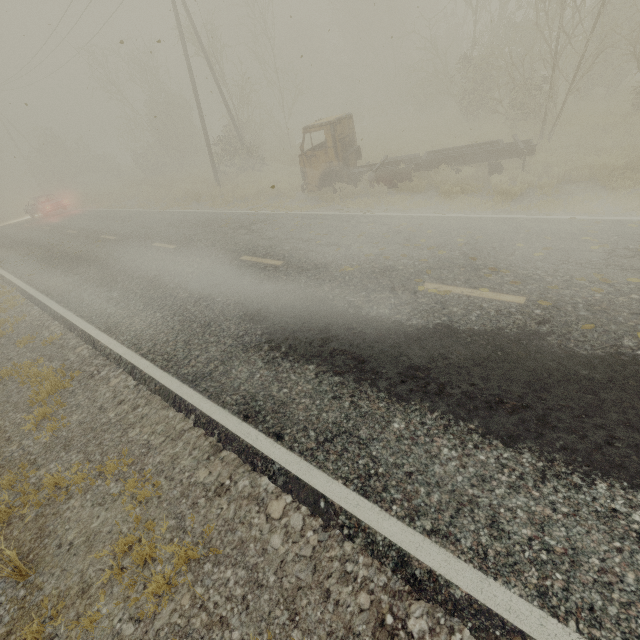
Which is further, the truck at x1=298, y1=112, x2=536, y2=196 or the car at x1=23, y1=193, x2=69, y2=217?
the car at x1=23, y1=193, x2=69, y2=217

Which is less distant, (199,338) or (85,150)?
(199,338)

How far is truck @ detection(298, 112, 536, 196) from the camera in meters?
10.4

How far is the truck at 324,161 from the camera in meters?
10.4

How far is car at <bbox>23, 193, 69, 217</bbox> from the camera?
23.6 meters

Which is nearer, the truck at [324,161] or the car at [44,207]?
the truck at [324,161]
